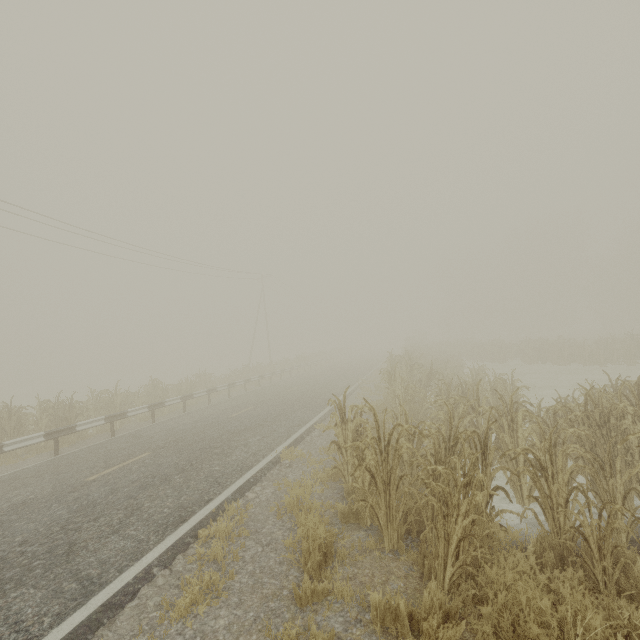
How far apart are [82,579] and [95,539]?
0.9 meters
